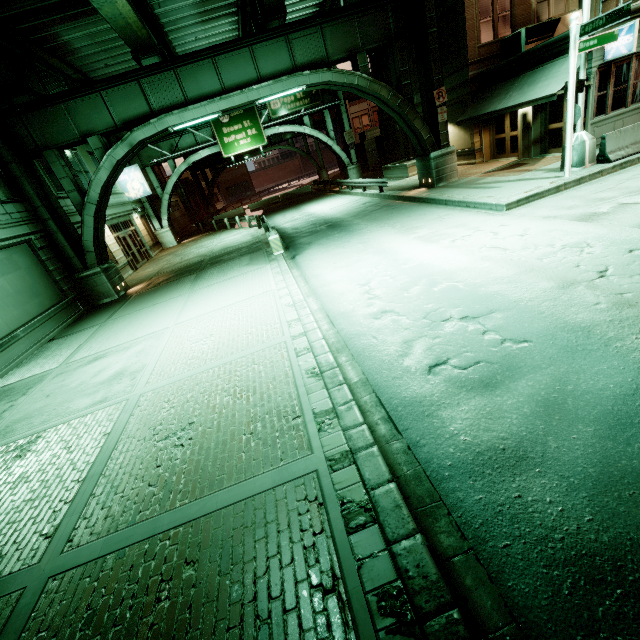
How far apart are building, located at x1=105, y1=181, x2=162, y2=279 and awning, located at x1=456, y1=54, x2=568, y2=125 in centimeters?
2270cm

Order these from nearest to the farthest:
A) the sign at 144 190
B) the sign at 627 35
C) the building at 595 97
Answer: the sign at 627 35
the building at 595 97
the sign at 144 190

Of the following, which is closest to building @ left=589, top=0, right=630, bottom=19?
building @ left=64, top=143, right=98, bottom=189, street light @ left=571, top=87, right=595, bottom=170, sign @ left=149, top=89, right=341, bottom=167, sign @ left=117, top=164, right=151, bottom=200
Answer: street light @ left=571, top=87, right=595, bottom=170

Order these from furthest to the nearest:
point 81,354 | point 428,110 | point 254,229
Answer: point 254,229, point 428,110, point 81,354

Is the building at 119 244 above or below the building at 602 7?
below

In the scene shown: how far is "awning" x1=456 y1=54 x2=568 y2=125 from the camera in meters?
13.6 m

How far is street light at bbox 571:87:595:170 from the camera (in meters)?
11.57

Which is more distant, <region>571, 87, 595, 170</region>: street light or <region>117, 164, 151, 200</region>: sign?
<region>117, 164, 151, 200</region>: sign
